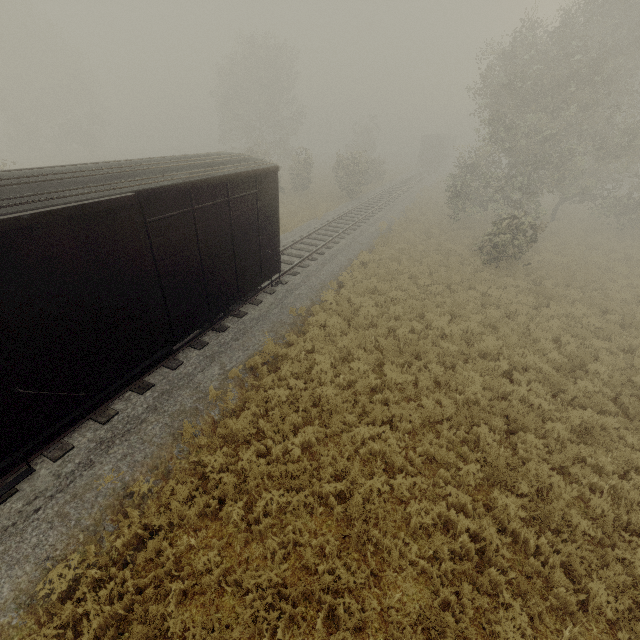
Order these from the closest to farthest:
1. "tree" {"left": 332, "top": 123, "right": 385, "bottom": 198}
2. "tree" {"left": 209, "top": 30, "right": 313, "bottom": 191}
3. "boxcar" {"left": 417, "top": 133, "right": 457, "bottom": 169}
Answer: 1. "tree" {"left": 332, "top": 123, "right": 385, "bottom": 198}
2. "tree" {"left": 209, "top": 30, "right": 313, "bottom": 191}
3. "boxcar" {"left": 417, "top": 133, "right": 457, "bottom": 169}

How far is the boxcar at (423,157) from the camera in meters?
47.7 m

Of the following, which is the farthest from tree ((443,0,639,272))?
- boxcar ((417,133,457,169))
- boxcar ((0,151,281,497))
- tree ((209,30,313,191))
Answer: boxcar ((417,133,457,169))

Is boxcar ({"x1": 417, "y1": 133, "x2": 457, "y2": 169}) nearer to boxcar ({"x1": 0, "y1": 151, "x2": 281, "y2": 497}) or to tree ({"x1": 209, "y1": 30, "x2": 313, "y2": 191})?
tree ({"x1": 209, "y1": 30, "x2": 313, "y2": 191})

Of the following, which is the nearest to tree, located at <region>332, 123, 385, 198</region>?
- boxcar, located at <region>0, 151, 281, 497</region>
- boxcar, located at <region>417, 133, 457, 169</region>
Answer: boxcar, located at <region>0, 151, 281, 497</region>

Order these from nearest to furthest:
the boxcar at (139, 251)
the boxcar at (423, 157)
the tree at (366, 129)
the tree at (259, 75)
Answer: the boxcar at (139, 251) < the tree at (366, 129) < the tree at (259, 75) < the boxcar at (423, 157)

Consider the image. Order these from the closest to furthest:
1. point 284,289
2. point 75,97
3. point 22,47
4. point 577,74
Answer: point 284,289
point 577,74
point 22,47
point 75,97
